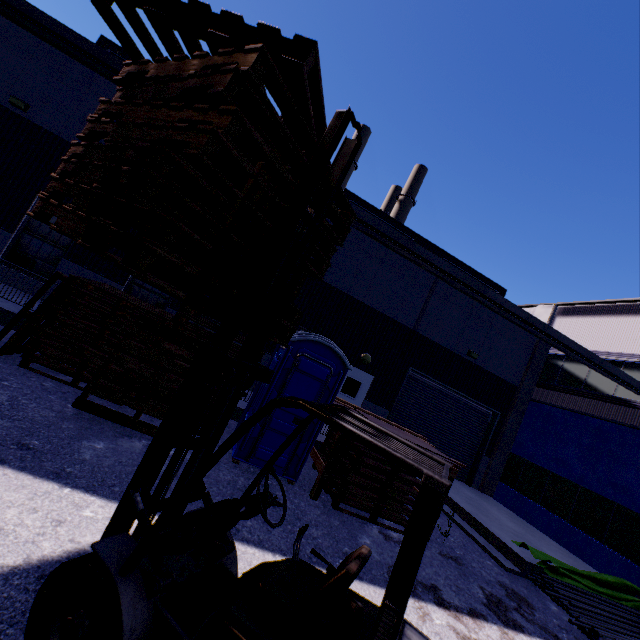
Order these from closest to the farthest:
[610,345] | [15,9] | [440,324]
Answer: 1. [15,9]
2. [610,345]
3. [440,324]

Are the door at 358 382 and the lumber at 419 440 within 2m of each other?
no

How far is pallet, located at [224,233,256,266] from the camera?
2.8m

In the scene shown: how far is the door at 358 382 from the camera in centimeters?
1288cm

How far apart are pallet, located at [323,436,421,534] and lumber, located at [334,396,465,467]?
0.48m

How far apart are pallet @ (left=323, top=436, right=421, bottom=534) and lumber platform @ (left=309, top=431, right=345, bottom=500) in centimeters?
22cm

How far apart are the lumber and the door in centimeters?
456cm

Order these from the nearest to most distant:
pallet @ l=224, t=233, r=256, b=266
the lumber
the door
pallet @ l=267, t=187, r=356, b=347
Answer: pallet @ l=224, t=233, r=256, b=266, pallet @ l=267, t=187, r=356, b=347, the lumber, the door
